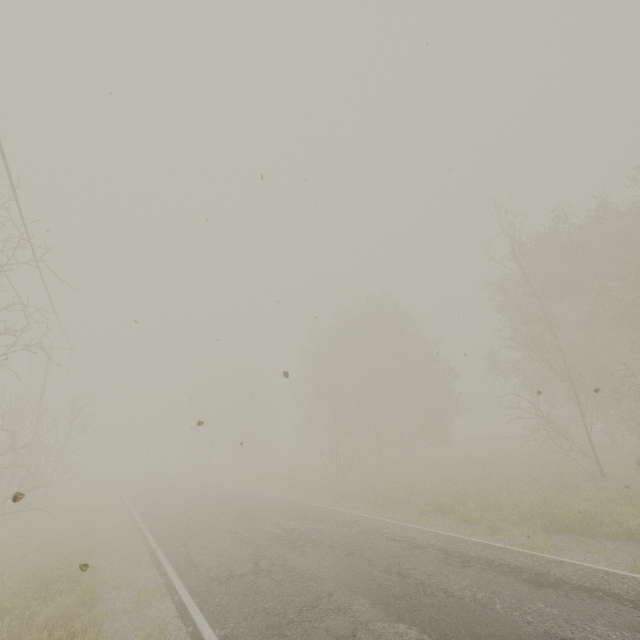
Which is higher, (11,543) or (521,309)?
(521,309)
